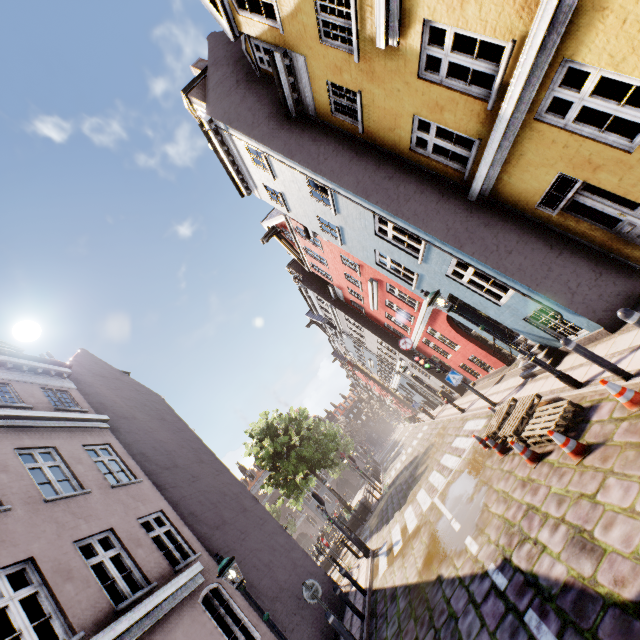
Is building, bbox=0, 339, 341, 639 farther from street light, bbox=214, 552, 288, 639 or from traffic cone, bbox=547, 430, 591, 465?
street light, bbox=214, 552, 288, 639

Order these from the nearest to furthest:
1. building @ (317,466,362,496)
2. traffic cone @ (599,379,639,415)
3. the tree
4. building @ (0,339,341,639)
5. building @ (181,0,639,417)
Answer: traffic cone @ (599,379,639,415) < building @ (181,0,639,417) < building @ (0,339,341,639) < the tree < building @ (317,466,362,496)

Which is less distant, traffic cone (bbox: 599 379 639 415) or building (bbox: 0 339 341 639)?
traffic cone (bbox: 599 379 639 415)

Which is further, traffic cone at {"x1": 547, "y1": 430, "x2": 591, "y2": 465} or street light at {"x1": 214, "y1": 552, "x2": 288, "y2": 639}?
street light at {"x1": 214, "y1": 552, "x2": 288, "y2": 639}

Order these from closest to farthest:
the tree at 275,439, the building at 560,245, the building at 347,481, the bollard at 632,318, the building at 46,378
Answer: the bollard at 632,318 → the building at 560,245 → the building at 46,378 → the tree at 275,439 → the building at 347,481

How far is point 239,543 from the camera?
11.7m

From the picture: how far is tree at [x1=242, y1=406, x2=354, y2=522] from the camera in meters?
24.2 m

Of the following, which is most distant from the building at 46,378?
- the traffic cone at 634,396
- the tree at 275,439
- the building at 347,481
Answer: the building at 347,481
